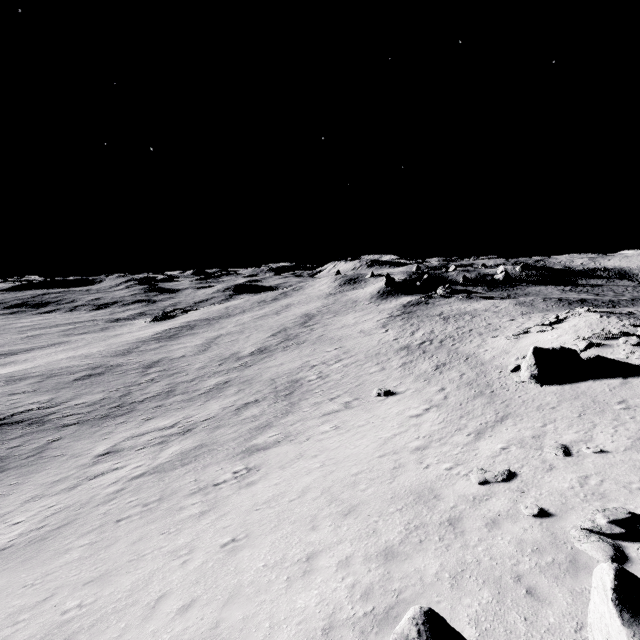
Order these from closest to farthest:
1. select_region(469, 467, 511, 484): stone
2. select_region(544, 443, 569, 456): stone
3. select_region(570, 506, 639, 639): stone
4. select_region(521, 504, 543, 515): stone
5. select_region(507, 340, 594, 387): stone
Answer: select_region(570, 506, 639, 639): stone < select_region(521, 504, 543, 515): stone < select_region(469, 467, 511, 484): stone < select_region(544, 443, 569, 456): stone < select_region(507, 340, 594, 387): stone

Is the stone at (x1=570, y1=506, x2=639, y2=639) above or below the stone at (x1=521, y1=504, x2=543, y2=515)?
above

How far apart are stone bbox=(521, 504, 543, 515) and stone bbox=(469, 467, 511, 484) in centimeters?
159cm

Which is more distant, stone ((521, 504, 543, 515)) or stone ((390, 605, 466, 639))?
stone ((521, 504, 543, 515))

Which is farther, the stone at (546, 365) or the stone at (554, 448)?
the stone at (546, 365)

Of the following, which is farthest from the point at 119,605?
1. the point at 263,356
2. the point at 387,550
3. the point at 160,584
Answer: the point at 263,356

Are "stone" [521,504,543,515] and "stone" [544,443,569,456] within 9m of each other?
yes

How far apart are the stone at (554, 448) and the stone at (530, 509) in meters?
3.5
